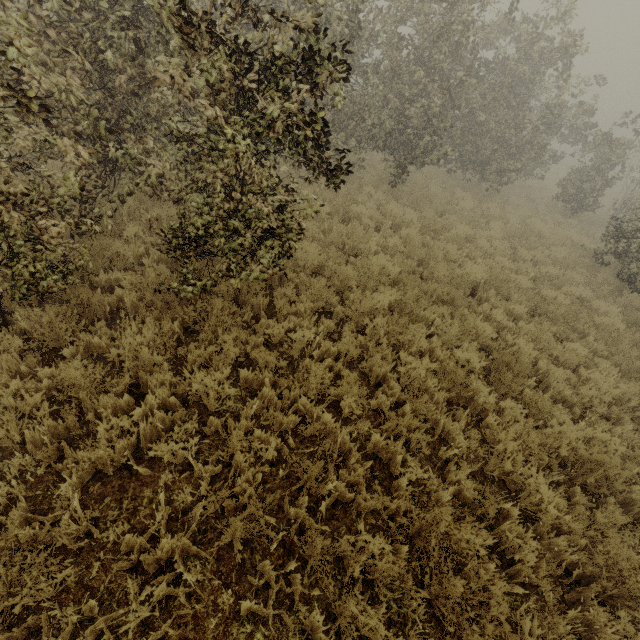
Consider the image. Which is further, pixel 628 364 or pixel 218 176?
pixel 628 364
